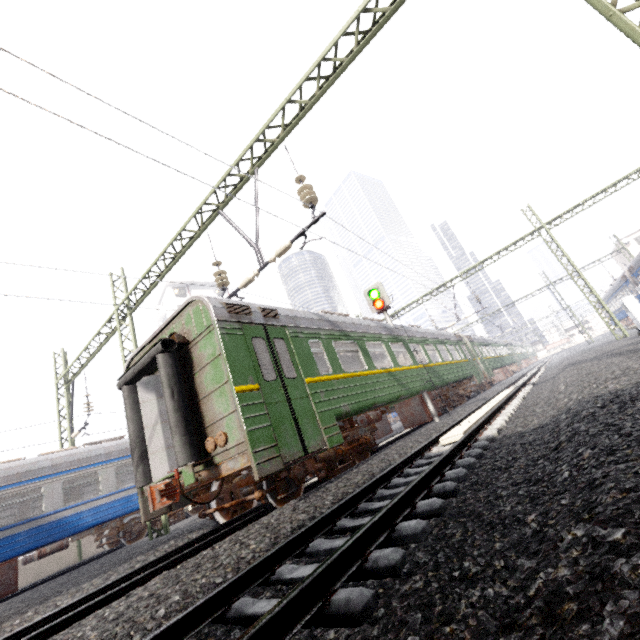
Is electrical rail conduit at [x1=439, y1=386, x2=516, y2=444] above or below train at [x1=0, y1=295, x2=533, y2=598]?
below

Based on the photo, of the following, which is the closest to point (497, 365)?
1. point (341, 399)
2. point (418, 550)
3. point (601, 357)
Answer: point (601, 357)

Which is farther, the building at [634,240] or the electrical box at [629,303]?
the building at [634,240]

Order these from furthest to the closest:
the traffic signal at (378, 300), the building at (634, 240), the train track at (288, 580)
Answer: the building at (634, 240), the traffic signal at (378, 300), the train track at (288, 580)

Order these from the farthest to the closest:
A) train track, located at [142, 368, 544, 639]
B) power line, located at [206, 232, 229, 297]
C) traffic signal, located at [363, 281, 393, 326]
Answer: traffic signal, located at [363, 281, 393, 326], power line, located at [206, 232, 229, 297], train track, located at [142, 368, 544, 639]

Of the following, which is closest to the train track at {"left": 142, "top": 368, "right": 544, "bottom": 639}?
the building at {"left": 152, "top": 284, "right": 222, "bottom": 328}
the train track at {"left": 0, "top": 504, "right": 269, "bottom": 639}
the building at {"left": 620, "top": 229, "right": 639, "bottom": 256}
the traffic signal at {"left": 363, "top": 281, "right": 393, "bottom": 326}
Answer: the traffic signal at {"left": 363, "top": 281, "right": 393, "bottom": 326}

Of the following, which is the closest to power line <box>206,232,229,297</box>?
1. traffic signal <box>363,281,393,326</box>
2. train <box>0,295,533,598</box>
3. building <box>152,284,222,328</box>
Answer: train <box>0,295,533,598</box>

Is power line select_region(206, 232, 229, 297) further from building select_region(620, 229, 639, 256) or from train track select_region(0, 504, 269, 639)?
building select_region(620, 229, 639, 256)
